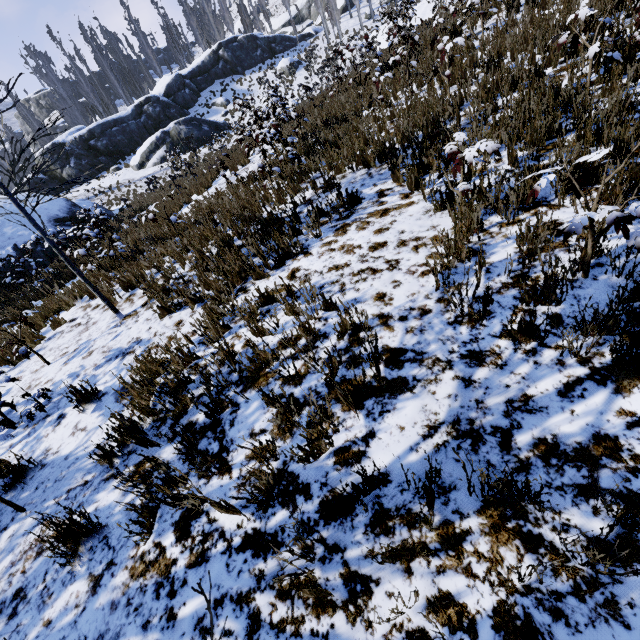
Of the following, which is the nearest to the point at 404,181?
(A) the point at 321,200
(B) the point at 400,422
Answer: (A) the point at 321,200

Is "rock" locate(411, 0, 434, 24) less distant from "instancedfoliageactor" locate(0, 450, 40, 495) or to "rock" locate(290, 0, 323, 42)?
"instancedfoliageactor" locate(0, 450, 40, 495)

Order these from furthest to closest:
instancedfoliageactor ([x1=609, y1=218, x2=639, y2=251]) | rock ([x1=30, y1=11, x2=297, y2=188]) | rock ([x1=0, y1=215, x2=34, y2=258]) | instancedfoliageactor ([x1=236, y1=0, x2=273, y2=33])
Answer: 1. instancedfoliageactor ([x1=236, y1=0, x2=273, y2=33])
2. rock ([x1=30, y1=11, x2=297, y2=188])
3. rock ([x1=0, y1=215, x2=34, y2=258])
4. instancedfoliageactor ([x1=609, y1=218, x2=639, y2=251])

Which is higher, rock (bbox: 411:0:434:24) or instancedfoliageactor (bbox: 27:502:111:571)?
rock (bbox: 411:0:434:24)

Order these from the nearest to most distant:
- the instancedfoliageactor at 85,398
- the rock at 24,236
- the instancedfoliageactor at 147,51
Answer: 1. the instancedfoliageactor at 85,398
2. the rock at 24,236
3. the instancedfoliageactor at 147,51

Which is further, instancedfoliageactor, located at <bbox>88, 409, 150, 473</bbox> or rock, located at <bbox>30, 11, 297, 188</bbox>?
rock, located at <bbox>30, 11, 297, 188</bbox>

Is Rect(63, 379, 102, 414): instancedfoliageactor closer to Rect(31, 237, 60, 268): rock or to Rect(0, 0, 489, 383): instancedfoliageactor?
Rect(0, 0, 489, 383): instancedfoliageactor

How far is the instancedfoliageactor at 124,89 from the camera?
34.8m
